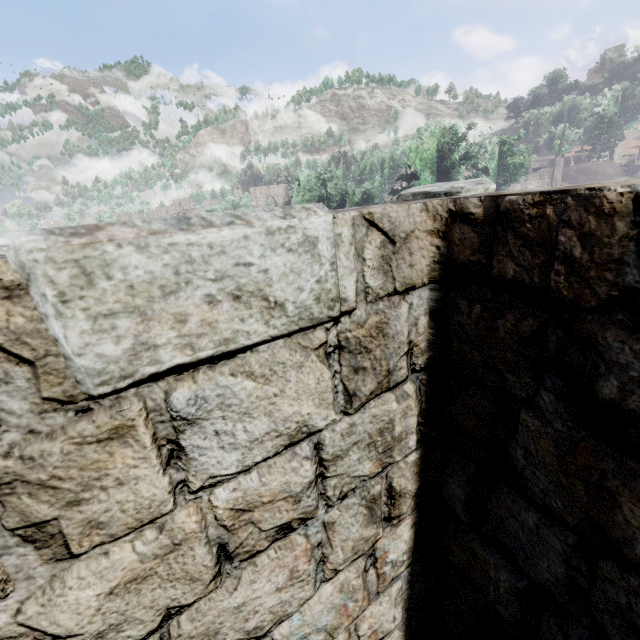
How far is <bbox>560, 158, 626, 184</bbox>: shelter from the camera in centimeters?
4962cm

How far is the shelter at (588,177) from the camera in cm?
4962

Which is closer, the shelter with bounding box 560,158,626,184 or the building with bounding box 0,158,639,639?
the building with bounding box 0,158,639,639

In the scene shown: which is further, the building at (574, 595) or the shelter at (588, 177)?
the shelter at (588, 177)

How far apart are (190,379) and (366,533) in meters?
1.2 m
